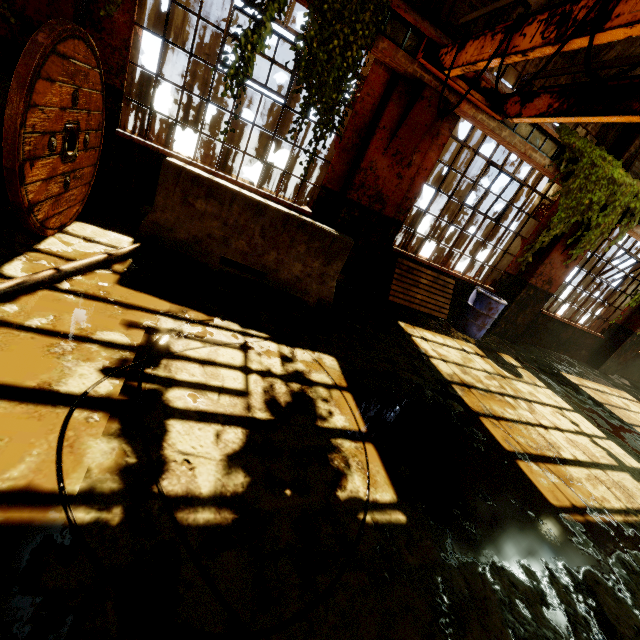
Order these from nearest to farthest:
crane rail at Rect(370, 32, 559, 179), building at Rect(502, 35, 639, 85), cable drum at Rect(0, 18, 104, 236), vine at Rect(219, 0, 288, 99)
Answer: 1. cable drum at Rect(0, 18, 104, 236)
2. vine at Rect(219, 0, 288, 99)
3. crane rail at Rect(370, 32, 559, 179)
4. building at Rect(502, 35, 639, 85)

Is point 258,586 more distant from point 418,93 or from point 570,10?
point 418,93

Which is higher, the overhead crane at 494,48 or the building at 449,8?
the building at 449,8

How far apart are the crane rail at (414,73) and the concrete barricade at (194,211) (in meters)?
2.41

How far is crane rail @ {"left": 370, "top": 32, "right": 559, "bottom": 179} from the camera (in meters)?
4.36

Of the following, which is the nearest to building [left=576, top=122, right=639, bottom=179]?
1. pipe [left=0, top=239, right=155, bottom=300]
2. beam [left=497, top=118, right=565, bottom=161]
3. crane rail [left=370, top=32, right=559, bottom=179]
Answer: crane rail [left=370, top=32, right=559, bottom=179]

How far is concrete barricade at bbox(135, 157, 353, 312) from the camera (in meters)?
4.05

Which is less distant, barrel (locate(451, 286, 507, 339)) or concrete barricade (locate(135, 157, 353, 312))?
concrete barricade (locate(135, 157, 353, 312))
